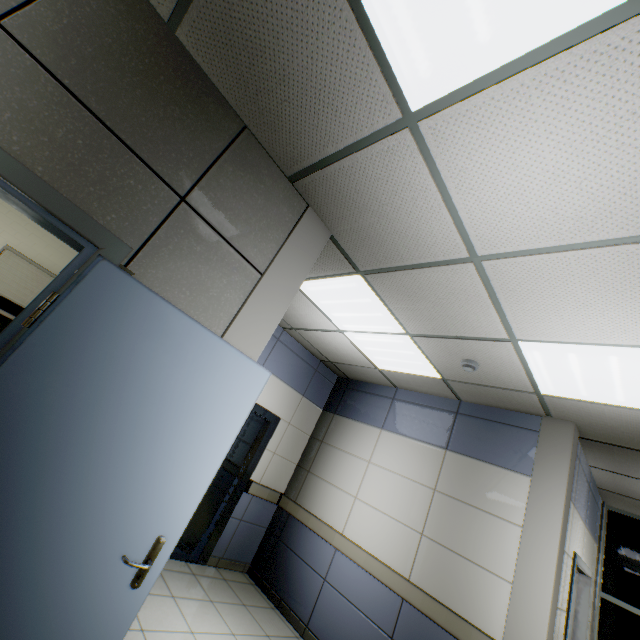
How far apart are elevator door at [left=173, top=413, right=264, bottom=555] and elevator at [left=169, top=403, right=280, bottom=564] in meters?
0.0

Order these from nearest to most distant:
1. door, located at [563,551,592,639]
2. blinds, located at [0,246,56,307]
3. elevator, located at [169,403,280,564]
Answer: door, located at [563,551,592,639], elevator, located at [169,403,280,564], blinds, located at [0,246,56,307]

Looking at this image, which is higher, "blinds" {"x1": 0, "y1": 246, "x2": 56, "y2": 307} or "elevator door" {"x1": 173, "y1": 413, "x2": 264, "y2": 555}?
"blinds" {"x1": 0, "y1": 246, "x2": 56, "y2": 307}

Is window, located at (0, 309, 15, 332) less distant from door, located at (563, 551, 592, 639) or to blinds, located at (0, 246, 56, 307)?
blinds, located at (0, 246, 56, 307)

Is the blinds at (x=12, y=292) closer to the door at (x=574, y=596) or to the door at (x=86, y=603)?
the door at (x=86, y=603)

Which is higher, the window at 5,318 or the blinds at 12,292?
the blinds at 12,292

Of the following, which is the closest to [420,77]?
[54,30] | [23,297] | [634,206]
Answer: [634,206]

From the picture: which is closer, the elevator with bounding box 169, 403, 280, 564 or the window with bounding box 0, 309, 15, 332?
the elevator with bounding box 169, 403, 280, 564
